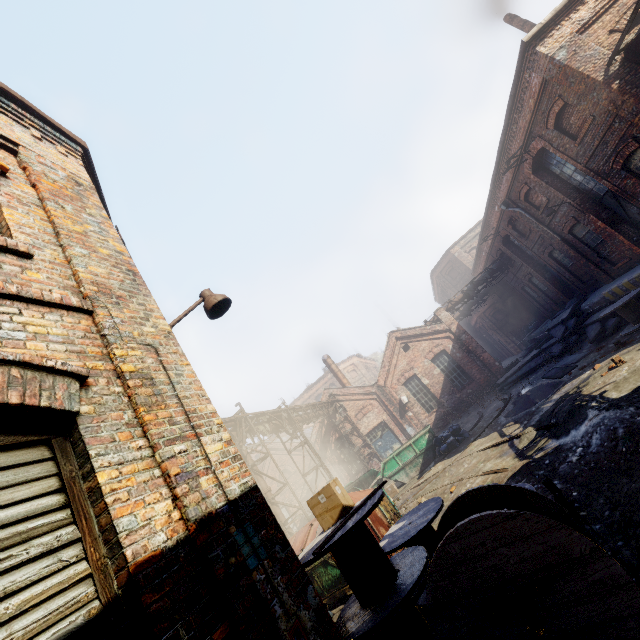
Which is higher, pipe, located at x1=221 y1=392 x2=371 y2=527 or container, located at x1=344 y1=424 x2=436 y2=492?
pipe, located at x1=221 y1=392 x2=371 y2=527

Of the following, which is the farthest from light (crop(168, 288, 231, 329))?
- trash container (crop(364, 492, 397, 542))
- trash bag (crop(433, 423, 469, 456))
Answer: trash bag (crop(433, 423, 469, 456))

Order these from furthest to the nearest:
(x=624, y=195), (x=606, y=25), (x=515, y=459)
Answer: (x=624, y=195)
(x=606, y=25)
(x=515, y=459)

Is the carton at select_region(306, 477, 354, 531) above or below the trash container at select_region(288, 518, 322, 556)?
above

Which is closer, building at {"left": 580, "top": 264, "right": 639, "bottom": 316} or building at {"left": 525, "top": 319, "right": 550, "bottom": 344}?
building at {"left": 580, "top": 264, "right": 639, "bottom": 316}

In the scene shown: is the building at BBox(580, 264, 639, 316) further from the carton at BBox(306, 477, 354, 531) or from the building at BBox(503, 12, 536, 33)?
the carton at BBox(306, 477, 354, 531)

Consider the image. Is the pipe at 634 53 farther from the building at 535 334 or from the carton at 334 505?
the carton at 334 505

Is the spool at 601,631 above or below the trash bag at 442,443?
above
